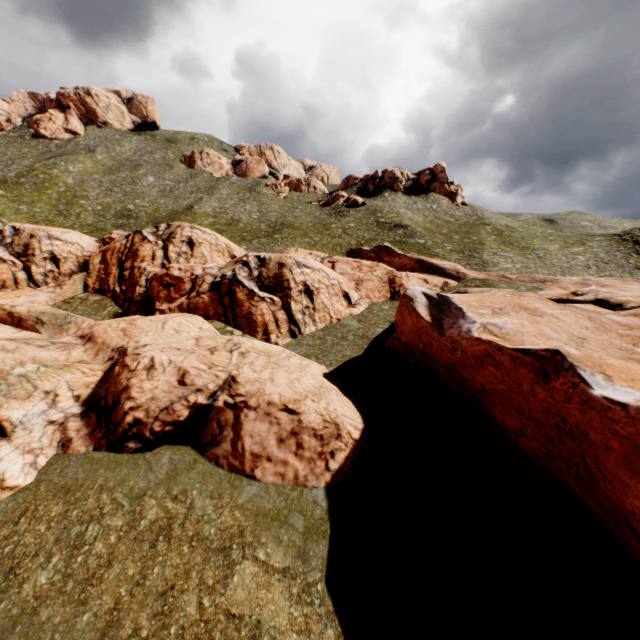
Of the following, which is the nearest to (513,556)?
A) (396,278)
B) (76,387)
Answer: (76,387)
